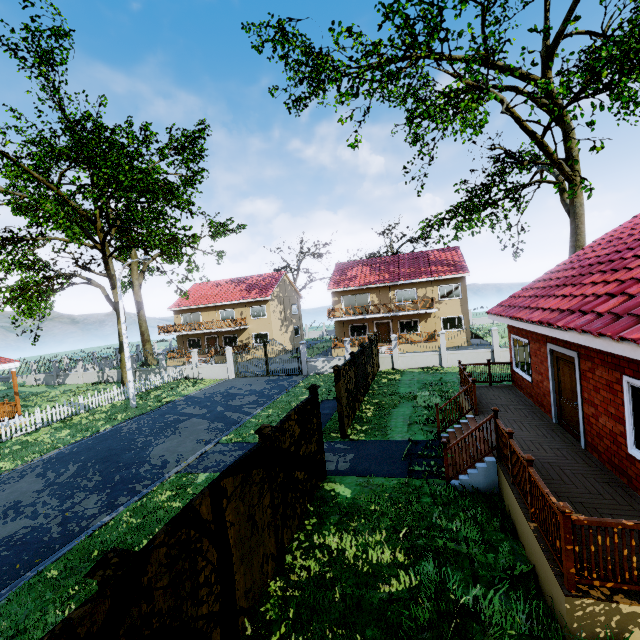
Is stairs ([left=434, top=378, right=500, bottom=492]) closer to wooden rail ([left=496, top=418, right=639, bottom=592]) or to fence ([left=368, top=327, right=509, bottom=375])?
wooden rail ([left=496, top=418, right=639, bottom=592])

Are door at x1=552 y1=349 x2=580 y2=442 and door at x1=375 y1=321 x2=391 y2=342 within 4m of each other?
no

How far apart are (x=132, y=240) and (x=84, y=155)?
6.0m

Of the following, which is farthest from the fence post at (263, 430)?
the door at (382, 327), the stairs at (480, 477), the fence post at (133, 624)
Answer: the door at (382, 327)

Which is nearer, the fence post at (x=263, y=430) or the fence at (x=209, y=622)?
the fence at (x=209, y=622)

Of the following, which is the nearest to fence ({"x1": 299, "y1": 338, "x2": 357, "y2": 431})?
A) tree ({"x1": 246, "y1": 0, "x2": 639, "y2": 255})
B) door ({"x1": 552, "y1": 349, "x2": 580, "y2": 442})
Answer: tree ({"x1": 246, "y1": 0, "x2": 639, "y2": 255})

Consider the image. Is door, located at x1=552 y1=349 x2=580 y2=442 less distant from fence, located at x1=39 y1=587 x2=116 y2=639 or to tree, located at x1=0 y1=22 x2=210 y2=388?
fence, located at x1=39 y1=587 x2=116 y2=639

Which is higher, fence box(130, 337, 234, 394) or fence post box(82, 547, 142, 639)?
fence post box(82, 547, 142, 639)
